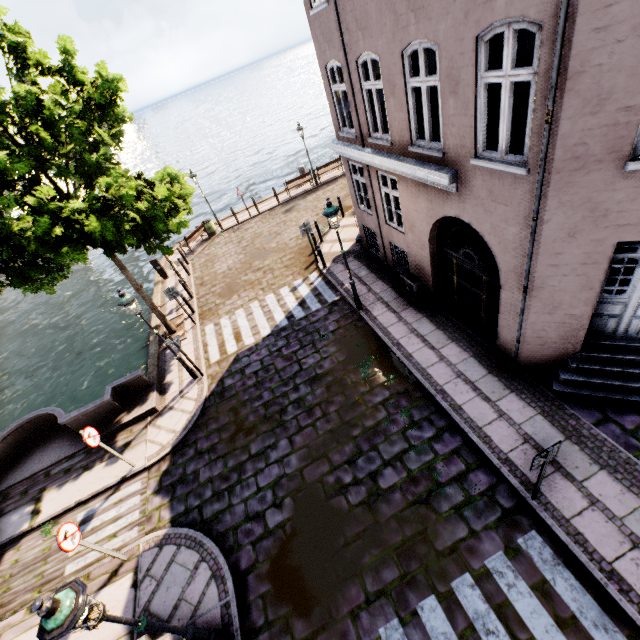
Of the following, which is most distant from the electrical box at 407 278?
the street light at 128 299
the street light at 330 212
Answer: the street light at 128 299

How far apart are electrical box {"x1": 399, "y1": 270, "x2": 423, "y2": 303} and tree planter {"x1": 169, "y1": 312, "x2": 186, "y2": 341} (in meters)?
8.64

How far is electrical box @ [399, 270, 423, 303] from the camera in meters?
10.0 m

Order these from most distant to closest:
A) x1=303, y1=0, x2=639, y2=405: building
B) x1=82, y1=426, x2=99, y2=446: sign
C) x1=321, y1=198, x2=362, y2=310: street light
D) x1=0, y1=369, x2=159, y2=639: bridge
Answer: x1=321, y1=198, x2=362, y2=310: street light < x1=82, y1=426, x2=99, y2=446: sign < x1=0, y1=369, x2=159, y2=639: bridge < x1=303, y1=0, x2=639, y2=405: building

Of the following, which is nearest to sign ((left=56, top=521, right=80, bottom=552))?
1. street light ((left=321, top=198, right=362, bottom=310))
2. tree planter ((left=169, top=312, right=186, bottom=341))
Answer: tree planter ((left=169, top=312, right=186, bottom=341))

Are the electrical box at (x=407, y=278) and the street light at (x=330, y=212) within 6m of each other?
yes

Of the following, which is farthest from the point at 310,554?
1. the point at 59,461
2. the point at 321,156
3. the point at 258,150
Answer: the point at 258,150

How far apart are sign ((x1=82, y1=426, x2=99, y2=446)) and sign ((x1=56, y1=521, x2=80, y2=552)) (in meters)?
1.91
